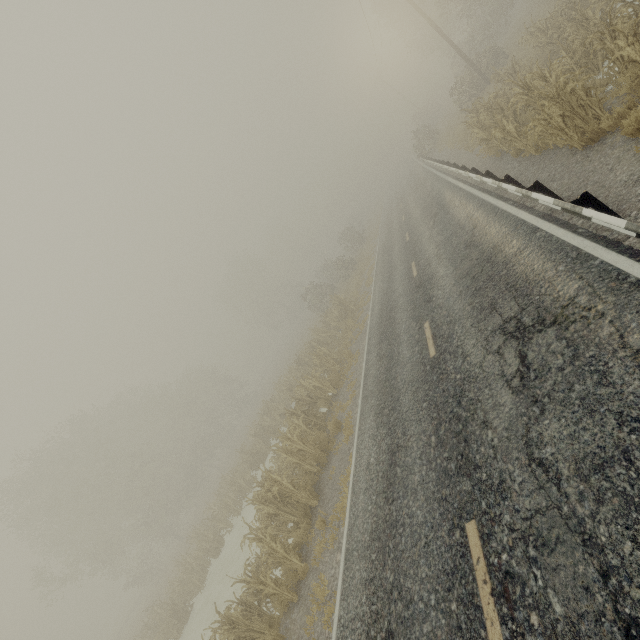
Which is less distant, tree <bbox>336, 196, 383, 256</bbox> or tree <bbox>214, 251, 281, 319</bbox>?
tree <bbox>336, 196, 383, 256</bbox>

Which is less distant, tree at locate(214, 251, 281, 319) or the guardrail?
the guardrail

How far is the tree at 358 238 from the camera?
39.36m

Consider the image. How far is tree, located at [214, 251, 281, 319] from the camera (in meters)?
55.34

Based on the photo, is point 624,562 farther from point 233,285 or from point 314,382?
point 233,285

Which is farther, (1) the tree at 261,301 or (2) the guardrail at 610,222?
(1) the tree at 261,301
